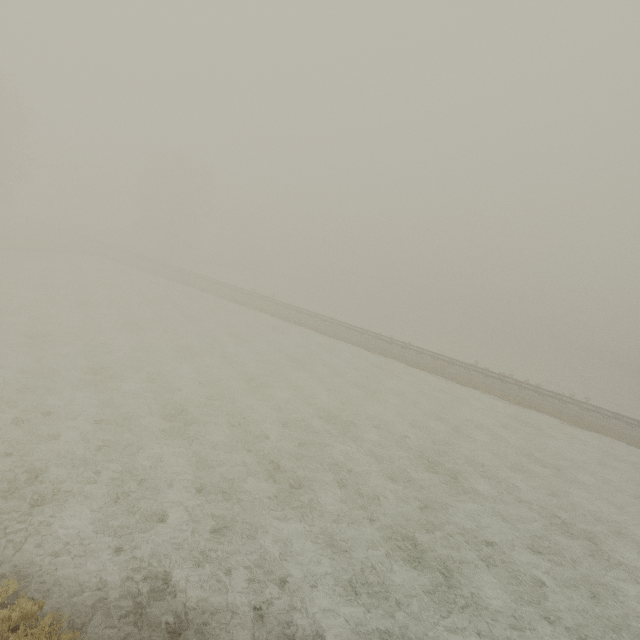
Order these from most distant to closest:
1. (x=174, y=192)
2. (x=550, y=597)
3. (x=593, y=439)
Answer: (x=174, y=192) → (x=593, y=439) → (x=550, y=597)
